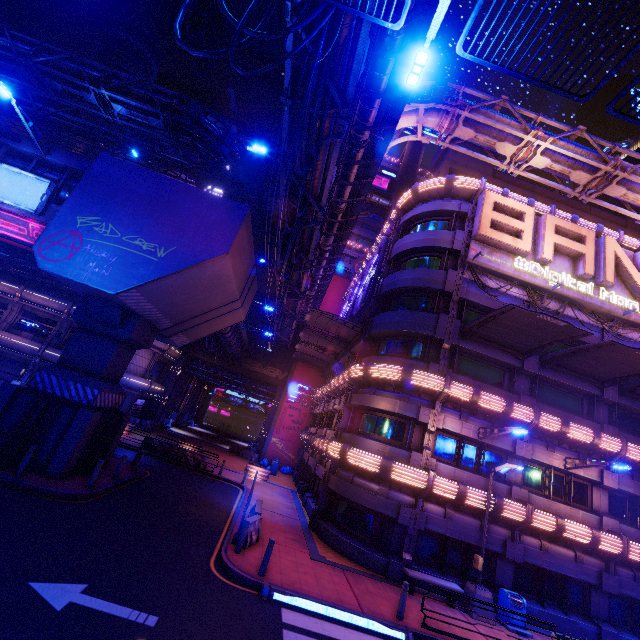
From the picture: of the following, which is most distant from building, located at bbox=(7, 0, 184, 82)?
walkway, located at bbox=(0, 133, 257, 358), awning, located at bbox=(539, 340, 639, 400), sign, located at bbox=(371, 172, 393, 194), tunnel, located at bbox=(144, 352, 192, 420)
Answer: awning, located at bbox=(539, 340, 639, 400)

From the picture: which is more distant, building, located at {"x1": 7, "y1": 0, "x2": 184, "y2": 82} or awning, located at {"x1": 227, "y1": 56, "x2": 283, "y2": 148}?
building, located at {"x1": 7, "y1": 0, "x2": 184, "y2": 82}

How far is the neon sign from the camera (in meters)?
24.70

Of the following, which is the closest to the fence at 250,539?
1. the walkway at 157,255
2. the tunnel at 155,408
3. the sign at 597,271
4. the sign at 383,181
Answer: the walkway at 157,255

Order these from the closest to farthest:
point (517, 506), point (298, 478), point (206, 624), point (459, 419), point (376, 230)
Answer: point (206, 624)
point (517, 506)
point (459, 419)
point (298, 478)
point (376, 230)

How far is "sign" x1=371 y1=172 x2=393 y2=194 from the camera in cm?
5294

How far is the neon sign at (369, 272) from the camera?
24.7m

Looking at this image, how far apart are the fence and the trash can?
10.37m
